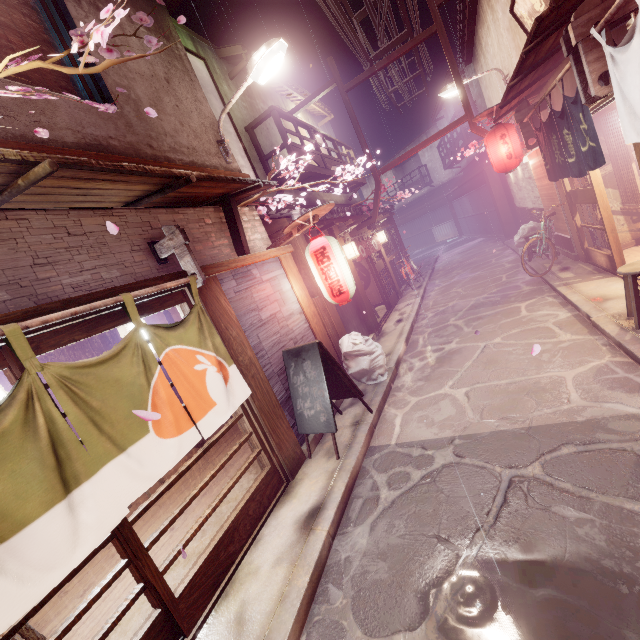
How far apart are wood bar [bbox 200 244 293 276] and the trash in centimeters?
341cm

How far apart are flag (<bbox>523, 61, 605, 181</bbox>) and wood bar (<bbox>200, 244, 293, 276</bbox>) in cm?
831

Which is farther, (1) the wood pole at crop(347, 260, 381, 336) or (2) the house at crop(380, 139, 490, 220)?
(2) the house at crop(380, 139, 490, 220)

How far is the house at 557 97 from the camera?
11.2 meters

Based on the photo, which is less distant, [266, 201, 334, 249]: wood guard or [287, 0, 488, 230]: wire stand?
[266, 201, 334, 249]: wood guard

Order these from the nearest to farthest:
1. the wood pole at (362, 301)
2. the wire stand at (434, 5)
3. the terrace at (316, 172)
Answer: the terrace at (316, 172) < the wire stand at (434, 5) < the wood pole at (362, 301)

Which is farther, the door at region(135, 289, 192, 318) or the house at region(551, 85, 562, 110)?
the house at region(551, 85, 562, 110)

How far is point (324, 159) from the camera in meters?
18.2 m
